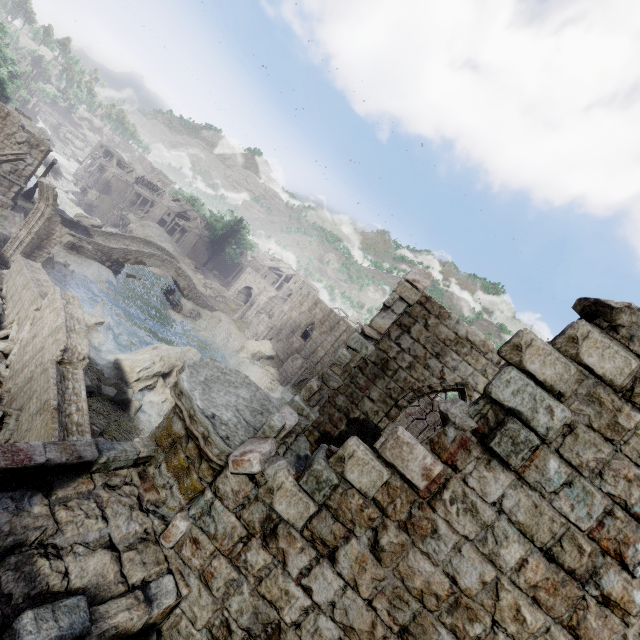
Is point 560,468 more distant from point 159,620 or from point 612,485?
point 159,620

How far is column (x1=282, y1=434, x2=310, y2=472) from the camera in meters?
4.8 m

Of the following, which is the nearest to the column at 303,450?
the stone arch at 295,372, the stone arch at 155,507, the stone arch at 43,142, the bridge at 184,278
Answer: the stone arch at 155,507

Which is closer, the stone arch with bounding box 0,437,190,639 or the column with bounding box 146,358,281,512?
the stone arch with bounding box 0,437,190,639

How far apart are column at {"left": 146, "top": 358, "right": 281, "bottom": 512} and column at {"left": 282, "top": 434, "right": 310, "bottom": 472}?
0.4m

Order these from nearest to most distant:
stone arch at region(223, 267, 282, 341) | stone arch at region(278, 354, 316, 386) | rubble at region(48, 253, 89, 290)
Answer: rubble at region(48, 253, 89, 290)
stone arch at region(278, 354, 316, 386)
stone arch at region(223, 267, 282, 341)

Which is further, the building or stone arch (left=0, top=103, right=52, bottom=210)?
stone arch (left=0, top=103, right=52, bottom=210)

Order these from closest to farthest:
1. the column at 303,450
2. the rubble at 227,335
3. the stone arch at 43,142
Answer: the column at 303,450 < the stone arch at 43,142 < the rubble at 227,335
